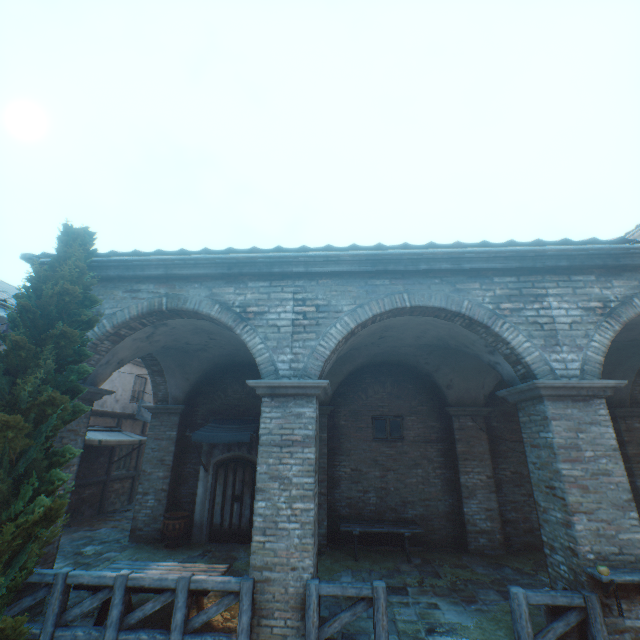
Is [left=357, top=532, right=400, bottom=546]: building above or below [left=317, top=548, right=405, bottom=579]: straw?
above

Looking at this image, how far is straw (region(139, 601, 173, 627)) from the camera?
5.5m

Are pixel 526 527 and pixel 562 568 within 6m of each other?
yes

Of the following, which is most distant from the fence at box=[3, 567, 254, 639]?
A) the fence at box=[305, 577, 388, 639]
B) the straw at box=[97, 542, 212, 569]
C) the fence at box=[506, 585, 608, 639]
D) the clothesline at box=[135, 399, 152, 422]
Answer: the clothesline at box=[135, 399, 152, 422]

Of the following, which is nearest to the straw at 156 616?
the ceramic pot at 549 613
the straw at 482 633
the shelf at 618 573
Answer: the straw at 482 633

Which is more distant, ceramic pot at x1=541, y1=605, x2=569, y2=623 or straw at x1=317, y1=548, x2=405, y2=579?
straw at x1=317, y1=548, x2=405, y2=579

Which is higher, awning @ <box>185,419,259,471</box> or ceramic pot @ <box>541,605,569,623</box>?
awning @ <box>185,419,259,471</box>

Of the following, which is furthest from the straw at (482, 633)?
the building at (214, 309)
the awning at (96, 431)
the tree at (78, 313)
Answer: the building at (214, 309)
